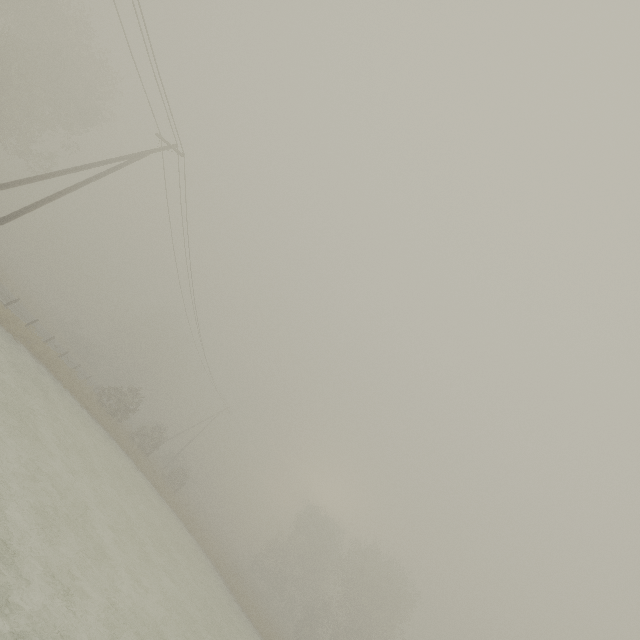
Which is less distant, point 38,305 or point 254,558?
point 38,305
